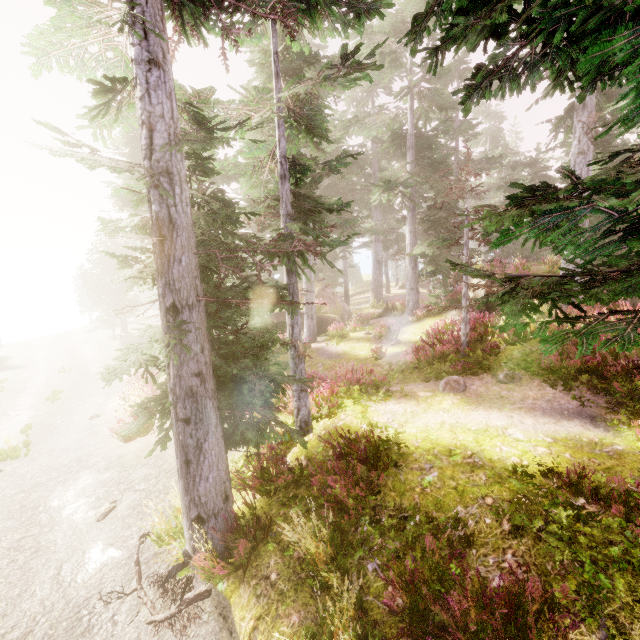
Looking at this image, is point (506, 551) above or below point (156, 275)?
below

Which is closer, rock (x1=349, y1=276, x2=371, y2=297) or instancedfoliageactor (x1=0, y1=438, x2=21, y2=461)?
instancedfoliageactor (x1=0, y1=438, x2=21, y2=461)

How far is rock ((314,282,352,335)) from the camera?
22.2 meters

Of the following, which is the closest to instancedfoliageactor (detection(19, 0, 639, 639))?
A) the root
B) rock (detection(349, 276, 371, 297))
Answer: rock (detection(349, 276, 371, 297))

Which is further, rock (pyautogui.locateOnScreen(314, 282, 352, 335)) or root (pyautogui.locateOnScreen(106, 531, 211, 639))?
rock (pyautogui.locateOnScreen(314, 282, 352, 335))

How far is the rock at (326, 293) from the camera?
22.2m

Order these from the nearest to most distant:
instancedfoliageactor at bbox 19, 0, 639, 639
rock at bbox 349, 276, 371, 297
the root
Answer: instancedfoliageactor at bbox 19, 0, 639, 639
the root
rock at bbox 349, 276, 371, 297

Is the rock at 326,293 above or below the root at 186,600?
above
